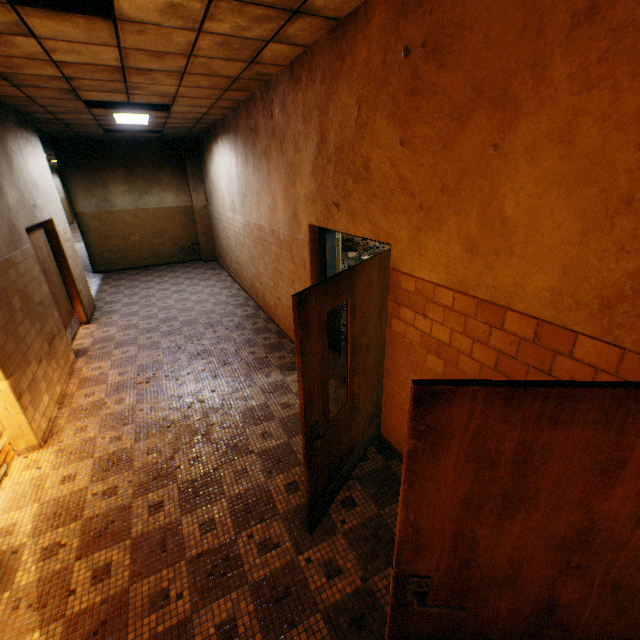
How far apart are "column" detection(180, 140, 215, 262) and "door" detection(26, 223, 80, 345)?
5.5m

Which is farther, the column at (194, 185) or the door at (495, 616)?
the column at (194, 185)

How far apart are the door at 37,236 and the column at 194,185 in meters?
5.5

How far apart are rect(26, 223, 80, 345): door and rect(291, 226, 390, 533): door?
4.46m

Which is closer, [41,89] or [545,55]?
[545,55]

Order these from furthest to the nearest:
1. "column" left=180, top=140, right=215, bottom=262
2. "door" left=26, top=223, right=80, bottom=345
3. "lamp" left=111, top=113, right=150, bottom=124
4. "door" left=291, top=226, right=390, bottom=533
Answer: "column" left=180, top=140, right=215, bottom=262
"lamp" left=111, top=113, right=150, bottom=124
"door" left=26, top=223, right=80, bottom=345
"door" left=291, top=226, right=390, bottom=533

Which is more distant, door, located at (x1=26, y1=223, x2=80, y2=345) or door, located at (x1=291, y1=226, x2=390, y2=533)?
door, located at (x1=26, y1=223, x2=80, y2=345)

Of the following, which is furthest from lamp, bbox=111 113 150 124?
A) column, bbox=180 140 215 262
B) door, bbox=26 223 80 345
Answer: column, bbox=180 140 215 262
